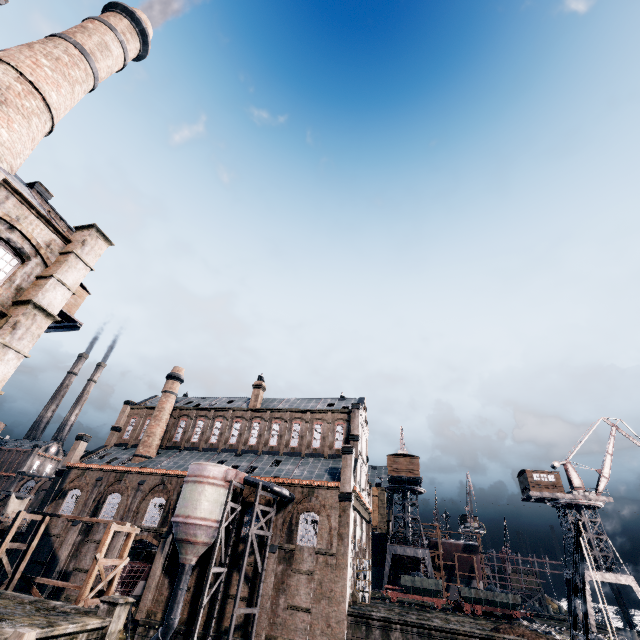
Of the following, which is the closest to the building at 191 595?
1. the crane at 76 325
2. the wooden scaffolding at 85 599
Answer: the wooden scaffolding at 85 599

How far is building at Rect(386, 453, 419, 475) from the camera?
50.4m

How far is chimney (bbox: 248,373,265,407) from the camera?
47.6m

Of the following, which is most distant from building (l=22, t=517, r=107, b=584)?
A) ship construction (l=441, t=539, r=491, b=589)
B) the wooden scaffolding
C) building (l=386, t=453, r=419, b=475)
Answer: ship construction (l=441, t=539, r=491, b=589)

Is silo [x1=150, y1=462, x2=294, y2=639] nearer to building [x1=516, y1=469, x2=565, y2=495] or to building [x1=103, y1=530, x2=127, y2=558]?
building [x1=103, y1=530, x2=127, y2=558]

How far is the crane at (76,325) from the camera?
27.1m

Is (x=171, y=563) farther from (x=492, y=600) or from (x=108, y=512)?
(x=492, y=600)

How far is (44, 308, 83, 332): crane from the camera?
27.1m
